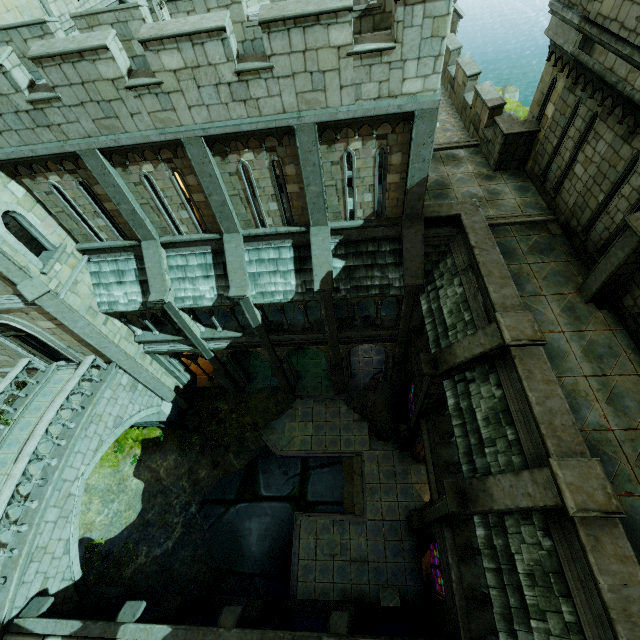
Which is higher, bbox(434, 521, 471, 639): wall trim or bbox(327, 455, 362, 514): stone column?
bbox(434, 521, 471, 639): wall trim

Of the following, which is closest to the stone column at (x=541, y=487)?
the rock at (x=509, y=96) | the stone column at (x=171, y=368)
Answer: the stone column at (x=171, y=368)

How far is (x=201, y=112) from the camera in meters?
8.4 m

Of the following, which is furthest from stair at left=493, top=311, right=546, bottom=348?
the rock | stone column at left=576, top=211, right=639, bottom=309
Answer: the rock

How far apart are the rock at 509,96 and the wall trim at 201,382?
38.3m

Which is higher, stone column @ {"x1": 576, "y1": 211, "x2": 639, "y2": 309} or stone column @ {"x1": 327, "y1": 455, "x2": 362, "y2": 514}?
stone column @ {"x1": 576, "y1": 211, "x2": 639, "y2": 309}

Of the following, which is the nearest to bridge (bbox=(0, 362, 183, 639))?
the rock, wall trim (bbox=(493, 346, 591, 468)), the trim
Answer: wall trim (bbox=(493, 346, 591, 468))

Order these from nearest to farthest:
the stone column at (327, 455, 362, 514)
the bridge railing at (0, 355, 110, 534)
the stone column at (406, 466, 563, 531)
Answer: the stone column at (406, 466, 563, 531) < the bridge railing at (0, 355, 110, 534) < the stone column at (327, 455, 362, 514)
